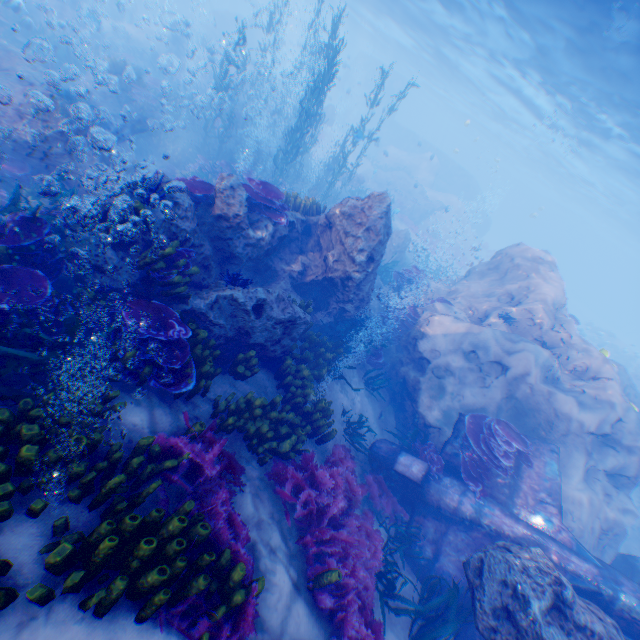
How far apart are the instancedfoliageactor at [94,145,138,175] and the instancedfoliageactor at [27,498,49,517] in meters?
10.8 m

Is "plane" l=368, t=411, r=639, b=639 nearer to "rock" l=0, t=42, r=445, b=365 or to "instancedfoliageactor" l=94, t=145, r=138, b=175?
"rock" l=0, t=42, r=445, b=365

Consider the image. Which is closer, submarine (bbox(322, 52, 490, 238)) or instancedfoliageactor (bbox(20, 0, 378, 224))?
instancedfoliageactor (bbox(20, 0, 378, 224))

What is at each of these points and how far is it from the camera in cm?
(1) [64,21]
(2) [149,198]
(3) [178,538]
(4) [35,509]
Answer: (1) rock, 1922
(2) instancedfoliageactor, 556
(3) instancedfoliageactor, 341
(4) instancedfoliageactor, 304

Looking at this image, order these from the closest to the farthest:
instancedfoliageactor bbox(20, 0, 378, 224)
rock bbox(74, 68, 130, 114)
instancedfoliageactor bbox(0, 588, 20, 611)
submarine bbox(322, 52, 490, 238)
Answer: instancedfoliageactor bbox(0, 588, 20, 611)
instancedfoliageactor bbox(20, 0, 378, 224)
rock bbox(74, 68, 130, 114)
submarine bbox(322, 52, 490, 238)

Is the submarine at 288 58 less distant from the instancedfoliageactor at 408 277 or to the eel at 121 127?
the instancedfoliageactor at 408 277

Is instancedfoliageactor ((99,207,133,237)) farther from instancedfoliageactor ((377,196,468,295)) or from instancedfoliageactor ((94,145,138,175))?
instancedfoliageactor ((377,196,468,295))

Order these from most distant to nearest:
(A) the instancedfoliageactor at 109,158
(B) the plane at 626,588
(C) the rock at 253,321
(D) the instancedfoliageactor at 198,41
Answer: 1. (D) the instancedfoliageactor at 198,41
2. (A) the instancedfoliageactor at 109,158
3. (B) the plane at 626,588
4. (C) the rock at 253,321
